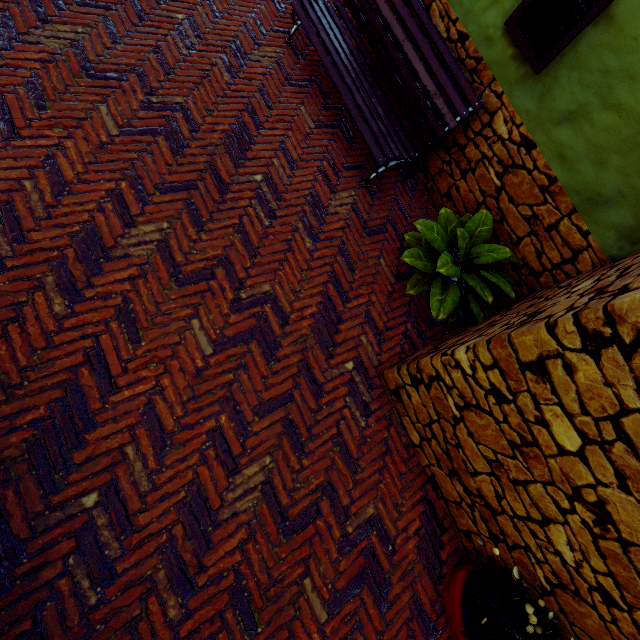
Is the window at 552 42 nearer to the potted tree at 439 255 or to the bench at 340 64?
the bench at 340 64

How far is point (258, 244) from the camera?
2.9 meters

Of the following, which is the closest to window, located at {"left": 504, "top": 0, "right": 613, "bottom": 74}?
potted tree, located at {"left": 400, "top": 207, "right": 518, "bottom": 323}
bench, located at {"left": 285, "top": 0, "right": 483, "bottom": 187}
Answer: bench, located at {"left": 285, "top": 0, "right": 483, "bottom": 187}

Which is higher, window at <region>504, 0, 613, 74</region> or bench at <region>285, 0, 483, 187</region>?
window at <region>504, 0, 613, 74</region>

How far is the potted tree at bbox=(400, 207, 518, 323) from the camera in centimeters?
297cm

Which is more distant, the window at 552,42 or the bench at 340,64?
the bench at 340,64

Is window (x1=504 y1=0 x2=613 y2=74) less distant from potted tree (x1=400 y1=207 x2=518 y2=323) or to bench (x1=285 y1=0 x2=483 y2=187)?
bench (x1=285 y1=0 x2=483 y2=187)

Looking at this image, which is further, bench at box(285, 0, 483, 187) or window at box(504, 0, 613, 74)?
bench at box(285, 0, 483, 187)
